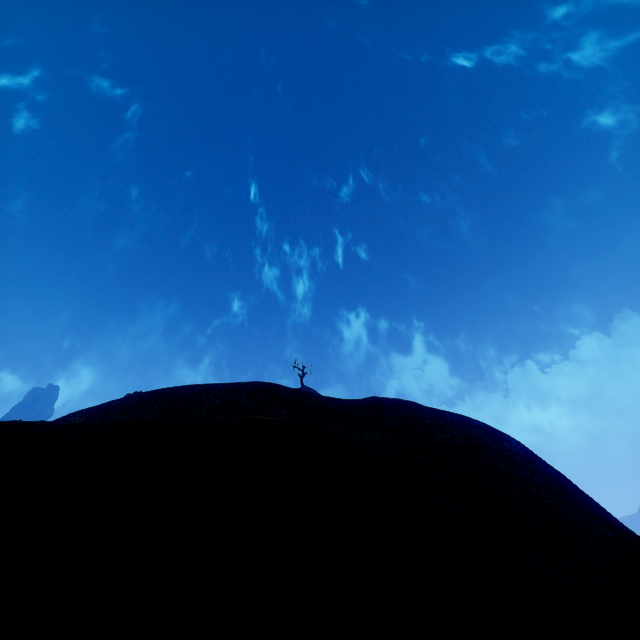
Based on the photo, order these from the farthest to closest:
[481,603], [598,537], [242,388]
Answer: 1. [242,388]
2. [598,537]
3. [481,603]
